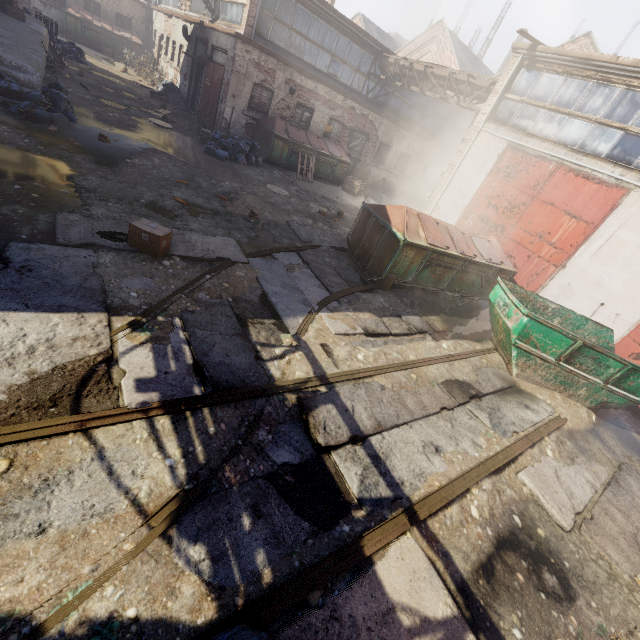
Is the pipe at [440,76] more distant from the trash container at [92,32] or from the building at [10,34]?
the trash container at [92,32]

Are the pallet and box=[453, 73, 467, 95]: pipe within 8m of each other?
yes

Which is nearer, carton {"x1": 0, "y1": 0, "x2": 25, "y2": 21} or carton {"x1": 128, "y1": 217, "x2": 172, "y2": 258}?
carton {"x1": 128, "y1": 217, "x2": 172, "y2": 258}

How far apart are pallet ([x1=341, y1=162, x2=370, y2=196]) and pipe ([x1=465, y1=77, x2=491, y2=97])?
4.78m

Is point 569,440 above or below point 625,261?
below

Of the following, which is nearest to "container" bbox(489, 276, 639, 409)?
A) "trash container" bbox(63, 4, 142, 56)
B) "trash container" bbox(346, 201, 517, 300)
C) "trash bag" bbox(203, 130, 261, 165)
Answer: "trash container" bbox(346, 201, 517, 300)

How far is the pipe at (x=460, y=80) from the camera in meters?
12.6

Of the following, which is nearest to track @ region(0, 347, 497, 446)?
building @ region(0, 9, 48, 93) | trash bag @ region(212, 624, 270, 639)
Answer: trash bag @ region(212, 624, 270, 639)
